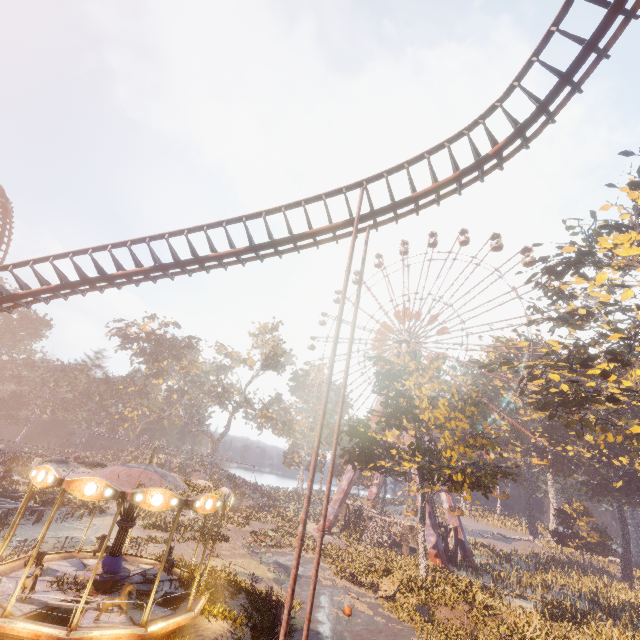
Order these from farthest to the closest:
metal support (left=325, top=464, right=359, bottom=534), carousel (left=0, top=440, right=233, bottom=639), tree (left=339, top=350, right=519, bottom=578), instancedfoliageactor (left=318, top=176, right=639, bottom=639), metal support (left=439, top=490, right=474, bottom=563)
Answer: metal support (left=325, top=464, right=359, bottom=534)
metal support (left=439, top=490, right=474, bottom=563)
tree (left=339, top=350, right=519, bottom=578)
instancedfoliageactor (left=318, top=176, right=639, bottom=639)
carousel (left=0, top=440, right=233, bottom=639)

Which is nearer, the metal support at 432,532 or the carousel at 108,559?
the carousel at 108,559

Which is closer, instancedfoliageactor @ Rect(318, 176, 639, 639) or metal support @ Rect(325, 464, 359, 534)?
instancedfoliageactor @ Rect(318, 176, 639, 639)

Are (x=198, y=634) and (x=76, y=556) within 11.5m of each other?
yes

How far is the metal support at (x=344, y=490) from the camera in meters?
41.2

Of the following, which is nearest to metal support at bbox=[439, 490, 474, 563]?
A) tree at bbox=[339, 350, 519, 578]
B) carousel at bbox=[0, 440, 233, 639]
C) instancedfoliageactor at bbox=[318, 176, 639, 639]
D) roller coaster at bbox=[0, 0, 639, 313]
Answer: tree at bbox=[339, 350, 519, 578]

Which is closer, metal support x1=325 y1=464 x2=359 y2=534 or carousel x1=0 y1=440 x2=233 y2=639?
carousel x1=0 y1=440 x2=233 y2=639
